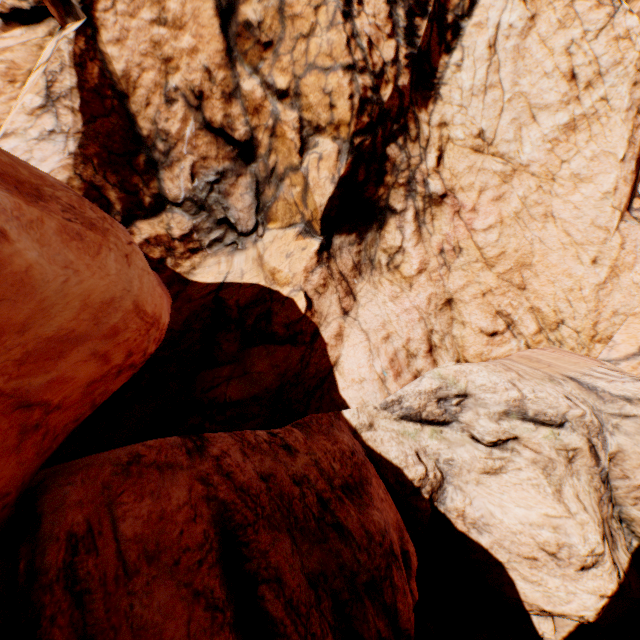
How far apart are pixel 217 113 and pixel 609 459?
17.3 meters
